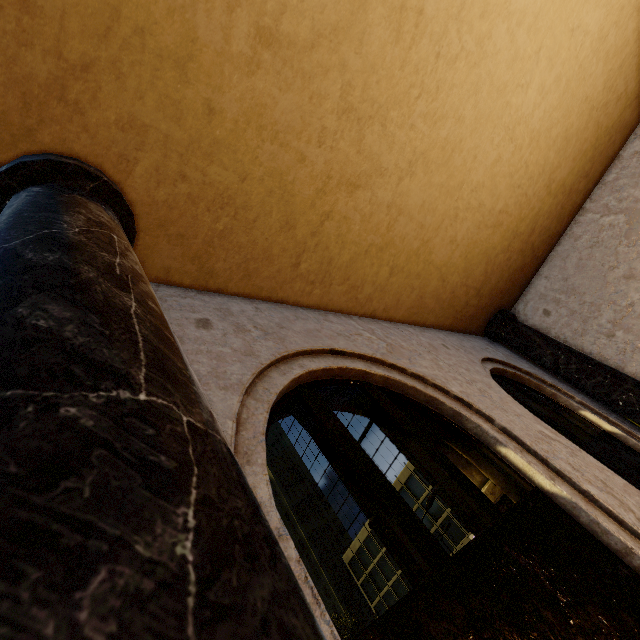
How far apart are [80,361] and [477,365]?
5.27m
